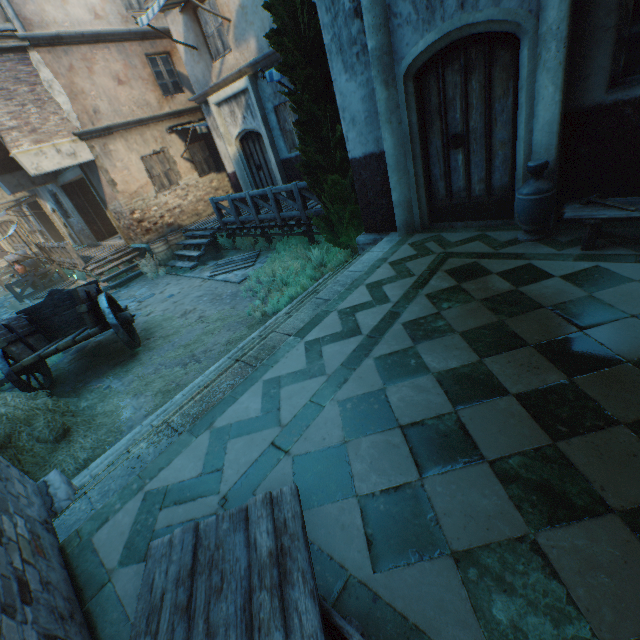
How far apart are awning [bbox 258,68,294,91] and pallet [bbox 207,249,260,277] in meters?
4.5 m

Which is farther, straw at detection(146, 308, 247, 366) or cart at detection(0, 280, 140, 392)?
straw at detection(146, 308, 247, 366)

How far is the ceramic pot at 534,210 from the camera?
3.8 meters

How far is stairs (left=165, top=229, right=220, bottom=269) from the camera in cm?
1132

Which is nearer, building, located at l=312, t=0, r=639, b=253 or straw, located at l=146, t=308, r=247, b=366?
building, located at l=312, t=0, r=639, b=253

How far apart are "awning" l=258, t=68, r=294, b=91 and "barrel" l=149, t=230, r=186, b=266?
7.1 meters

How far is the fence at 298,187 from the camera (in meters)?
8.19

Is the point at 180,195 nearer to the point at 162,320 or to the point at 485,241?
the point at 162,320
